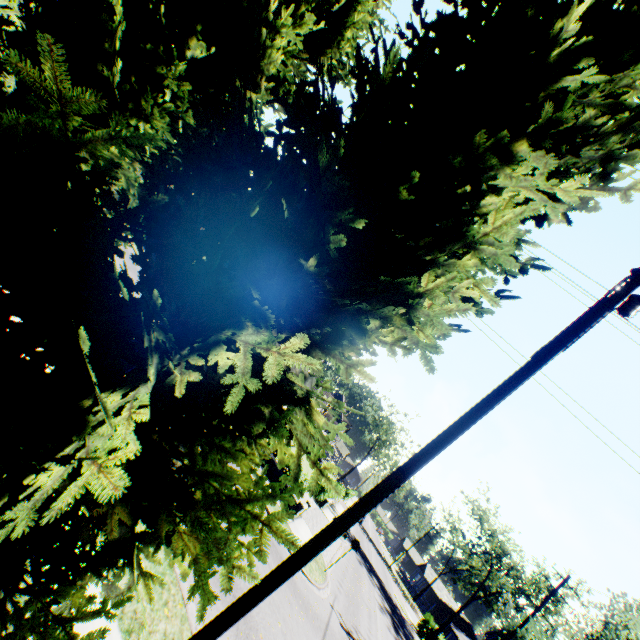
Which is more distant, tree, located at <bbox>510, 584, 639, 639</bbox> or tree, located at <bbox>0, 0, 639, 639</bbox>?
tree, located at <bbox>510, 584, 639, 639</bbox>

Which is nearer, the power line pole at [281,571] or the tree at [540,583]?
the power line pole at [281,571]

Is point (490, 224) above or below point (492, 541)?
below

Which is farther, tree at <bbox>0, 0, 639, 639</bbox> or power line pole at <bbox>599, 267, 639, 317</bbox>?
power line pole at <bbox>599, 267, 639, 317</bbox>

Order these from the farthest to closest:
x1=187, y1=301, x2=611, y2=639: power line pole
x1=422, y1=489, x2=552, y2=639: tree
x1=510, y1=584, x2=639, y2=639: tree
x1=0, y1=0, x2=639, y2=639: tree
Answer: x1=422, y1=489, x2=552, y2=639: tree < x1=510, y1=584, x2=639, y2=639: tree < x1=187, y1=301, x2=611, y2=639: power line pole < x1=0, y1=0, x2=639, y2=639: tree
